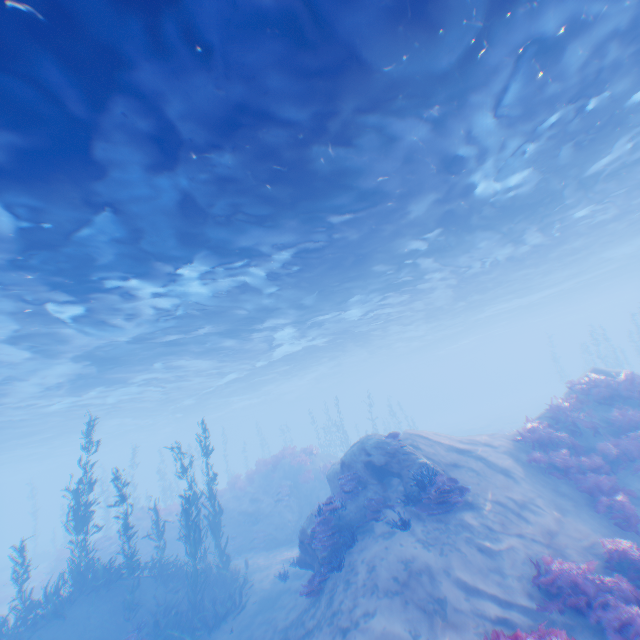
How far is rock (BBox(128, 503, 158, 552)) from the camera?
21.3m

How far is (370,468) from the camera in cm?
1198

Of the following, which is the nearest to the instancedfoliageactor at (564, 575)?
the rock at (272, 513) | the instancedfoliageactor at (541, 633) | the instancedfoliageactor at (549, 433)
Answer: the instancedfoliageactor at (541, 633)

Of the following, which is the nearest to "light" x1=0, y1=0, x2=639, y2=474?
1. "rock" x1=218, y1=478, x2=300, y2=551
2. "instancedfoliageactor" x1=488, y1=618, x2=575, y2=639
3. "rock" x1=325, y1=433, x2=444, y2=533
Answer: "rock" x1=325, y1=433, x2=444, y2=533

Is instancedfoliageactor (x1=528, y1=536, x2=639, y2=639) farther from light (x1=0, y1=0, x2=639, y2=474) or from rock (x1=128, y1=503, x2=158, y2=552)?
rock (x1=128, y1=503, x2=158, y2=552)

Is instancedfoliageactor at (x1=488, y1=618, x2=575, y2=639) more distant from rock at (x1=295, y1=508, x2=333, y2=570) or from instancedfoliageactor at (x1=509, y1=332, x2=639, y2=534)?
instancedfoliageactor at (x1=509, y1=332, x2=639, y2=534)

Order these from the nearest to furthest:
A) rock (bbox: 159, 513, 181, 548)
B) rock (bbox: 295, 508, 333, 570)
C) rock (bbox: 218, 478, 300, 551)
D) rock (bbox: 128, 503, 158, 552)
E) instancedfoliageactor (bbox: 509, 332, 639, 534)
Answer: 1. instancedfoliageactor (bbox: 509, 332, 639, 534)
2. rock (bbox: 295, 508, 333, 570)
3. rock (bbox: 218, 478, 300, 551)
4. rock (bbox: 128, 503, 158, 552)
5. rock (bbox: 159, 513, 181, 548)

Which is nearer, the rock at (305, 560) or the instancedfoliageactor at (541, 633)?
the instancedfoliageactor at (541, 633)
